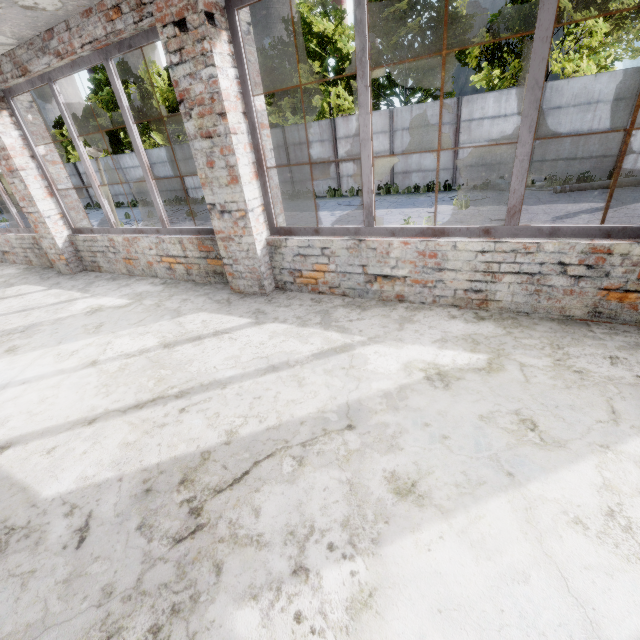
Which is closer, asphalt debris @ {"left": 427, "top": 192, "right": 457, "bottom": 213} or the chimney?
asphalt debris @ {"left": 427, "top": 192, "right": 457, "bottom": 213}

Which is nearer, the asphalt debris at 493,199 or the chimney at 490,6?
the asphalt debris at 493,199

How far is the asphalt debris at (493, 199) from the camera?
11.89m

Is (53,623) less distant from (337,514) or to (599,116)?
(337,514)

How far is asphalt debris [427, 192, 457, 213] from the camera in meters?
11.9 m

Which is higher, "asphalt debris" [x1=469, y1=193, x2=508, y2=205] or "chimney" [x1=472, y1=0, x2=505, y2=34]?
"chimney" [x1=472, y1=0, x2=505, y2=34]
